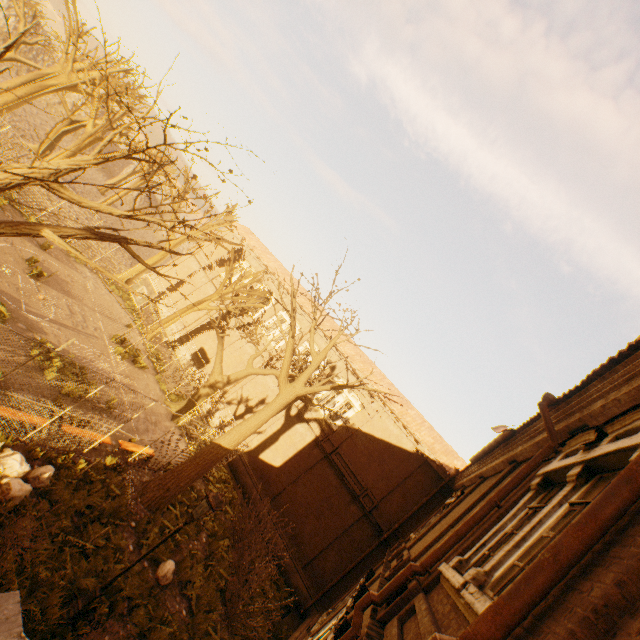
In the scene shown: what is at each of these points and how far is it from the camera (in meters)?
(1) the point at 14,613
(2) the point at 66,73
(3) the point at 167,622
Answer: (1) stairs, 5.63
(2) tree, 19.53
(3) instancedfoliageactor, 9.12

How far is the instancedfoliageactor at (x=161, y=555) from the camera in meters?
10.5

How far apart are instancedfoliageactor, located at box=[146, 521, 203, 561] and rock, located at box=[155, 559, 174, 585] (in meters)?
1.05

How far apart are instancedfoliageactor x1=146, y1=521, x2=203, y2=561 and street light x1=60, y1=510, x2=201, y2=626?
4.5 meters

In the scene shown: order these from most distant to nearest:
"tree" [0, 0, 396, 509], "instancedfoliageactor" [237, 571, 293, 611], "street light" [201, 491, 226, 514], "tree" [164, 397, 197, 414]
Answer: "tree" [164, 397, 197, 414] < "instancedfoliageactor" [237, 571, 293, 611] < "street light" [201, 491, 226, 514] < "tree" [0, 0, 396, 509]

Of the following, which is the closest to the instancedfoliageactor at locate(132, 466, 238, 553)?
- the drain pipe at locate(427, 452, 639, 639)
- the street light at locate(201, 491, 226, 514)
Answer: the street light at locate(201, 491, 226, 514)

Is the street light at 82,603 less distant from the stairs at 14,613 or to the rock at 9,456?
the stairs at 14,613

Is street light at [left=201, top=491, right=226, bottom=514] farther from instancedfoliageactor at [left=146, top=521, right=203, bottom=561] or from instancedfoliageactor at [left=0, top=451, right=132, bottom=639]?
instancedfoliageactor at [left=146, top=521, right=203, bottom=561]
